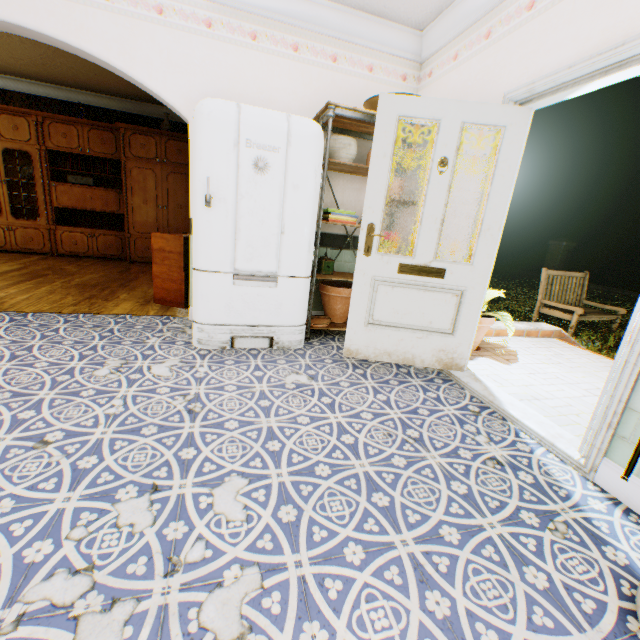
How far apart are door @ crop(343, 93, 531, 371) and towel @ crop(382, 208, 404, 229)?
0.8m

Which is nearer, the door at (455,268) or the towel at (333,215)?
the door at (455,268)

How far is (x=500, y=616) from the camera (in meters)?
1.08

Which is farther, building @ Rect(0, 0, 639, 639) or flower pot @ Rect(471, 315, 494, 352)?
flower pot @ Rect(471, 315, 494, 352)

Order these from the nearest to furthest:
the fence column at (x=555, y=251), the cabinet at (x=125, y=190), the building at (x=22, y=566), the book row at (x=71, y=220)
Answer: the building at (x=22, y=566) < the cabinet at (x=125, y=190) < the book row at (x=71, y=220) < the fence column at (x=555, y=251)

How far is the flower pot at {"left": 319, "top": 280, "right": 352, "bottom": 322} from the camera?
3.52m

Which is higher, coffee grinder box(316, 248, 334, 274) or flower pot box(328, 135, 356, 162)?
flower pot box(328, 135, 356, 162)

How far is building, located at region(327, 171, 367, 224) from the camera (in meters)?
3.62
